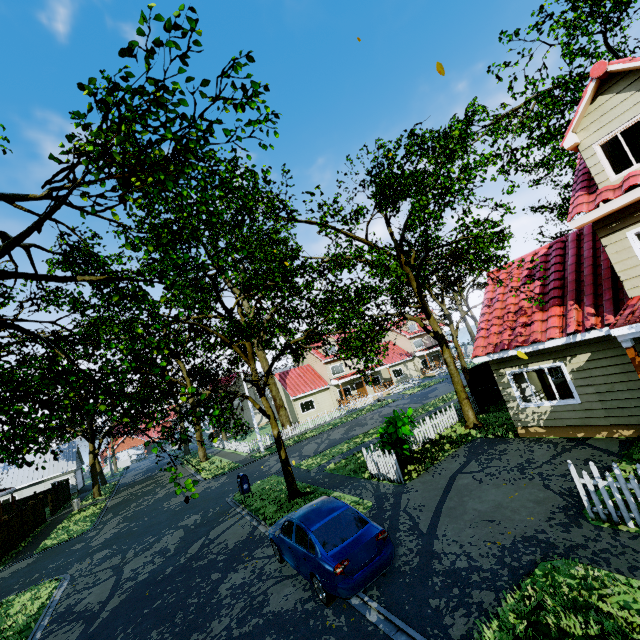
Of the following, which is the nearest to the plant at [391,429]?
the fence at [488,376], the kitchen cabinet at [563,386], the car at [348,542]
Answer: the fence at [488,376]

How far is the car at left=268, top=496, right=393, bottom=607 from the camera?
6.47m

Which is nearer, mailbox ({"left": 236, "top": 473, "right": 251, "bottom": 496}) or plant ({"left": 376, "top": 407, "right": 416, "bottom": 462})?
plant ({"left": 376, "top": 407, "right": 416, "bottom": 462})

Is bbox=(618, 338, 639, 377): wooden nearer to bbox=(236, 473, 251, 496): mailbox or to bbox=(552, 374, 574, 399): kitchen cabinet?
bbox=(552, 374, 574, 399): kitchen cabinet

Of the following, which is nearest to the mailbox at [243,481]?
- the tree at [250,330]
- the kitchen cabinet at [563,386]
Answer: the tree at [250,330]

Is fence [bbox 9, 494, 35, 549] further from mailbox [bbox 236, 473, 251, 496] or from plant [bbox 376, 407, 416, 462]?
mailbox [bbox 236, 473, 251, 496]

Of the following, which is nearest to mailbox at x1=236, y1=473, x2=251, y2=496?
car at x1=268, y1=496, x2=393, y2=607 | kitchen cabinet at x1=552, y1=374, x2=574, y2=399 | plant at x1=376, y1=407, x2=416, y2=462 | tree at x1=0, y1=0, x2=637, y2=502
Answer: tree at x1=0, y1=0, x2=637, y2=502

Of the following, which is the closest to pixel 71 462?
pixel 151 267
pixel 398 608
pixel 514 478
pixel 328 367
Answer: pixel 151 267
